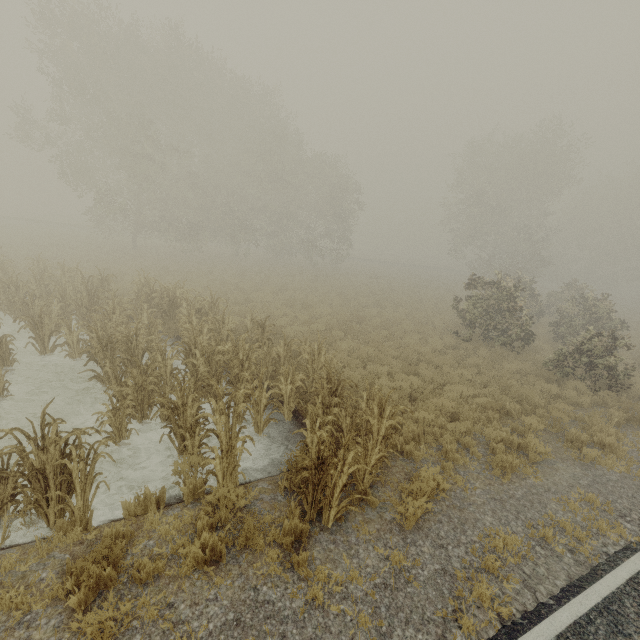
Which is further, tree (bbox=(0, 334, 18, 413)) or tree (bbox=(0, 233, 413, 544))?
tree (bbox=(0, 334, 18, 413))

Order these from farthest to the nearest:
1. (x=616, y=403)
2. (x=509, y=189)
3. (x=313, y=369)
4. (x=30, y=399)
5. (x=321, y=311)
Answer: (x=509, y=189)
(x=321, y=311)
(x=616, y=403)
(x=313, y=369)
(x=30, y=399)

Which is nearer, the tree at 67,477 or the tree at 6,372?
the tree at 67,477
